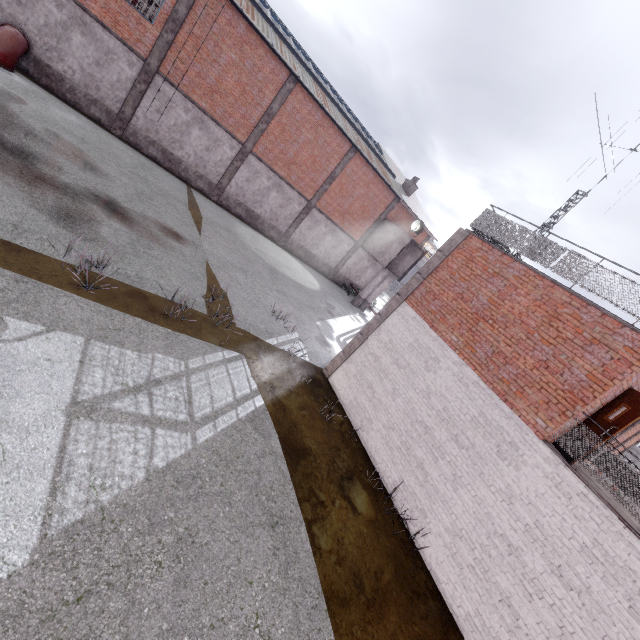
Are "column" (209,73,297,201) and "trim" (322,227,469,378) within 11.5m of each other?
no

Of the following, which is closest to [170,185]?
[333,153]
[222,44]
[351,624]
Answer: [222,44]

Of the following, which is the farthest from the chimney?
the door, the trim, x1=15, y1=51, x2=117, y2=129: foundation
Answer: the door

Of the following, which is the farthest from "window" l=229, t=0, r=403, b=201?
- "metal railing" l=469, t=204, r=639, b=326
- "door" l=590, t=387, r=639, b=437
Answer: "door" l=590, t=387, r=639, b=437

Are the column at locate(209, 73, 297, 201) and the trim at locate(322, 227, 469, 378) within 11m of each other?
no

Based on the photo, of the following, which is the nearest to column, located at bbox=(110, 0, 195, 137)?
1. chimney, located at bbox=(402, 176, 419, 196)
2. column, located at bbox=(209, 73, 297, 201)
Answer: column, located at bbox=(209, 73, 297, 201)

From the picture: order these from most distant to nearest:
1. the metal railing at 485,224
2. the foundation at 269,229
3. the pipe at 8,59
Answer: the foundation at 269,229
the pipe at 8,59
the metal railing at 485,224

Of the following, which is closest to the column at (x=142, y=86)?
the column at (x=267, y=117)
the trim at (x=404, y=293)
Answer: the column at (x=267, y=117)
